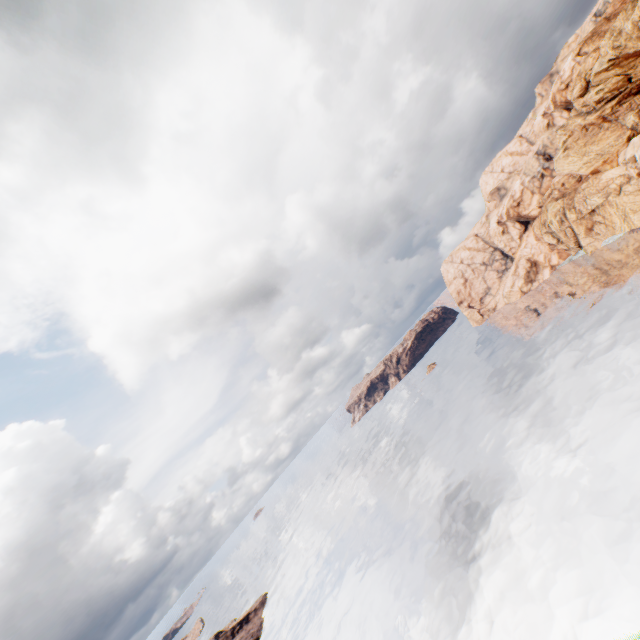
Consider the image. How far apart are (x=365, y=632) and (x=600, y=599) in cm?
3686
